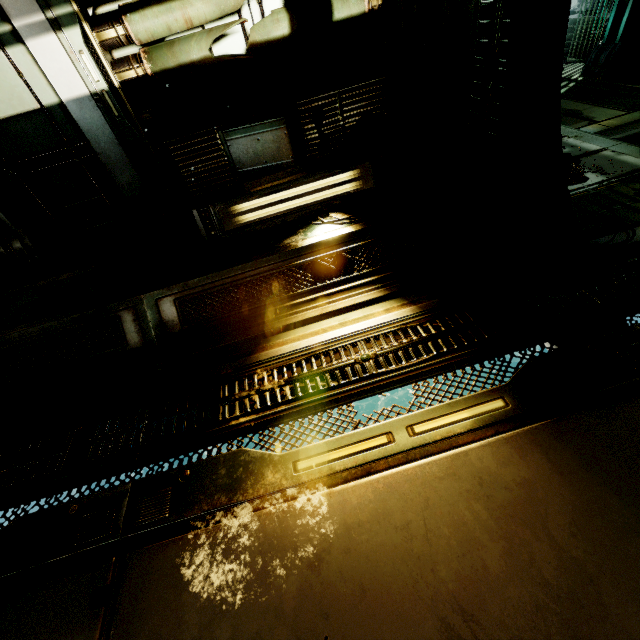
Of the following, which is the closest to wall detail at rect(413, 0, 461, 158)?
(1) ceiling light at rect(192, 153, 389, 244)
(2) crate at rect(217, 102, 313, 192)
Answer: (1) ceiling light at rect(192, 153, 389, 244)

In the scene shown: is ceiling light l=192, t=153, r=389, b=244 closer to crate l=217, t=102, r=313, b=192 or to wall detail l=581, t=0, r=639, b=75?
crate l=217, t=102, r=313, b=192

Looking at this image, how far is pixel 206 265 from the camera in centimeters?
316cm

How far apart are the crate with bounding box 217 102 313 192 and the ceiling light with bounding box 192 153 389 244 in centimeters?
2cm

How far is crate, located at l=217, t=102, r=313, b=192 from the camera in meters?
3.1 m

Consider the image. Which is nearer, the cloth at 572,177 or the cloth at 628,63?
the cloth at 572,177

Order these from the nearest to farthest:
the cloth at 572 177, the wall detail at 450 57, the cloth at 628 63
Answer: the wall detail at 450 57 → the cloth at 572 177 → the cloth at 628 63

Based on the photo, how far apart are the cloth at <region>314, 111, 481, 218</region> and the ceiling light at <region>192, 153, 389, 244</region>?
0.0m
